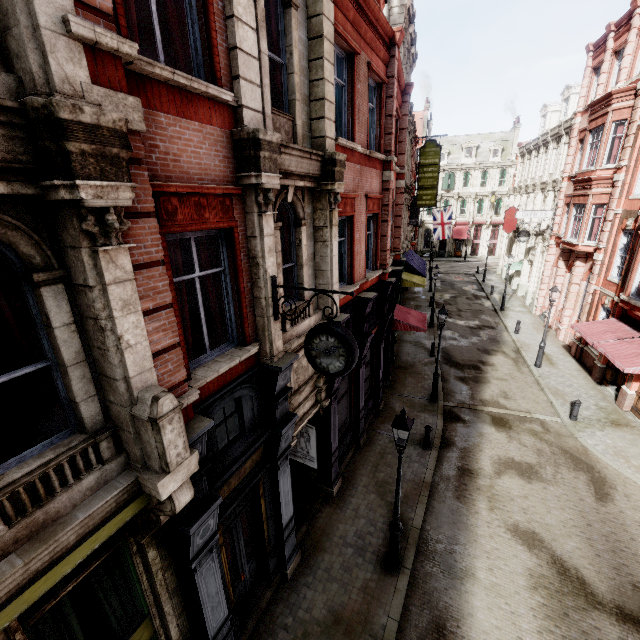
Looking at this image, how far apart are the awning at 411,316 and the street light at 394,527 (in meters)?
9.13

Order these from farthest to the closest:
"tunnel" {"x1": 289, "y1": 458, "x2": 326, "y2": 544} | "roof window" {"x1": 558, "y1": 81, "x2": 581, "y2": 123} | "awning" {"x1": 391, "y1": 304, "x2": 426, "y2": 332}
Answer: "roof window" {"x1": 558, "y1": 81, "x2": 581, "y2": 123} < "awning" {"x1": 391, "y1": 304, "x2": 426, "y2": 332} < "tunnel" {"x1": 289, "y1": 458, "x2": 326, "y2": 544}

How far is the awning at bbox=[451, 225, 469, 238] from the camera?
50.16m

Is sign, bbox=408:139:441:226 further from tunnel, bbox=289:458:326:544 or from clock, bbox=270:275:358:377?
clock, bbox=270:275:358:377

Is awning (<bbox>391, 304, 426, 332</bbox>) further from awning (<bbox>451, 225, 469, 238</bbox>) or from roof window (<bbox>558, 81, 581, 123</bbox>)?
awning (<bbox>451, 225, 469, 238</bbox>)

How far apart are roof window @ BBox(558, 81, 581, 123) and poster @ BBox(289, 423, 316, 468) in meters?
31.7 m

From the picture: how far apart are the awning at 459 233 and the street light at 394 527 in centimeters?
4940cm

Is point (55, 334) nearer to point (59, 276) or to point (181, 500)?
point (59, 276)
